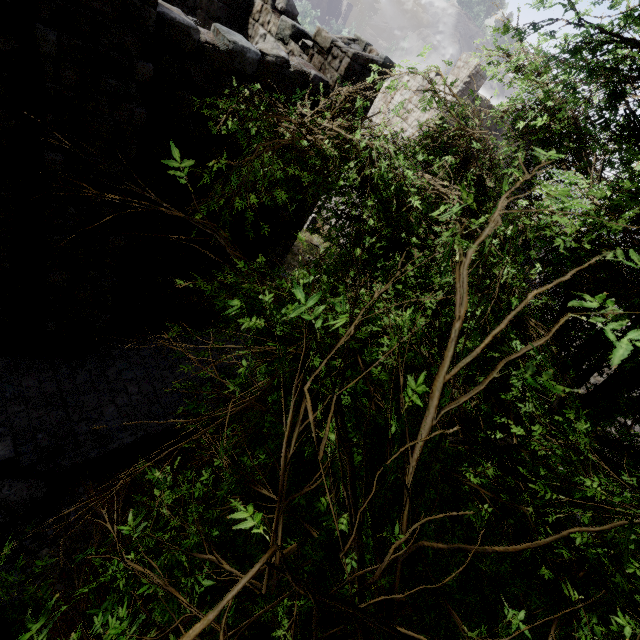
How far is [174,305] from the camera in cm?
1023

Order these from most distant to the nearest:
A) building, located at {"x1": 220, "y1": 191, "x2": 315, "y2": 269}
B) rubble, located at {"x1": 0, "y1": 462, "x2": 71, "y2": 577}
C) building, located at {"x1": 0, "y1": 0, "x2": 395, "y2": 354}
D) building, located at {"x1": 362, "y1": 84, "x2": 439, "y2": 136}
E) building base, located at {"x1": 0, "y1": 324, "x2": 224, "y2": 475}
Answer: building, located at {"x1": 362, "y1": 84, "x2": 439, "y2": 136}
building, located at {"x1": 220, "y1": 191, "x2": 315, "y2": 269}
building base, located at {"x1": 0, "y1": 324, "x2": 224, "y2": 475}
rubble, located at {"x1": 0, "y1": 462, "x2": 71, "y2": 577}
building, located at {"x1": 0, "y1": 0, "x2": 395, "y2": 354}

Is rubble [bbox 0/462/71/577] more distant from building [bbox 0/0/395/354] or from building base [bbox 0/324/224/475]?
building [bbox 0/0/395/354]

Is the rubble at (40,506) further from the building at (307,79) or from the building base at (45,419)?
the building at (307,79)

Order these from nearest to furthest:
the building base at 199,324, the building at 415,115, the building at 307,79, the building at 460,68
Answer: the building at 307,79
the building base at 199,324
the building at 460,68
the building at 415,115

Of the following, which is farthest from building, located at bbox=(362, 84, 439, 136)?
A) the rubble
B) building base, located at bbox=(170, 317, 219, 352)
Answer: the rubble

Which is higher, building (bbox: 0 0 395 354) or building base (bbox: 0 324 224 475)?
building (bbox: 0 0 395 354)

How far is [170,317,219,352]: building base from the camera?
10.68m
